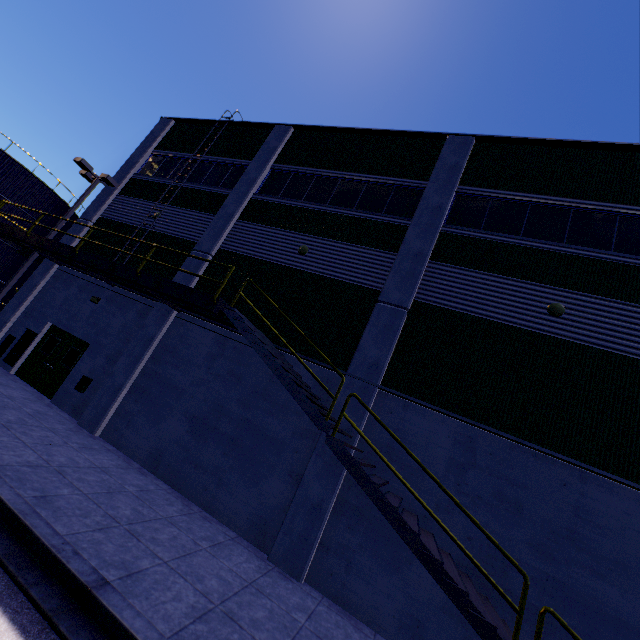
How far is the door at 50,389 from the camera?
12.5 meters

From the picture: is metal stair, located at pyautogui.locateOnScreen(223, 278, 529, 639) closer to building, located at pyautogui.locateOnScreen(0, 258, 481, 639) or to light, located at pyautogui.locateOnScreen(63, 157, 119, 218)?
building, located at pyautogui.locateOnScreen(0, 258, 481, 639)

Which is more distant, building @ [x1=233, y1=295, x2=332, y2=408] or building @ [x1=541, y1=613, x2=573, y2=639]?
building @ [x1=233, y1=295, x2=332, y2=408]

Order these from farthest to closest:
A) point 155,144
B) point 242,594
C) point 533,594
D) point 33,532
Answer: point 155,144 < point 533,594 < point 242,594 < point 33,532

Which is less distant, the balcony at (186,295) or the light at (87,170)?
the balcony at (186,295)

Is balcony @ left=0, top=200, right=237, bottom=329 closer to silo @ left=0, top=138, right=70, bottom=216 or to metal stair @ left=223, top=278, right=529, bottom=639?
metal stair @ left=223, top=278, right=529, bottom=639

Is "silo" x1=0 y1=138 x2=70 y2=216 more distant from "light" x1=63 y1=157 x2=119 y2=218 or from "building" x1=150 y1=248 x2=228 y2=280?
"light" x1=63 y1=157 x2=119 y2=218

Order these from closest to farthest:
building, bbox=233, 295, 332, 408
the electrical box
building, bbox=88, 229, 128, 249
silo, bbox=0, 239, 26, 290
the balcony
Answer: the balcony, building, bbox=233, 295, 332, 408, the electrical box, building, bbox=88, 229, 128, 249, silo, bbox=0, 239, 26, 290
